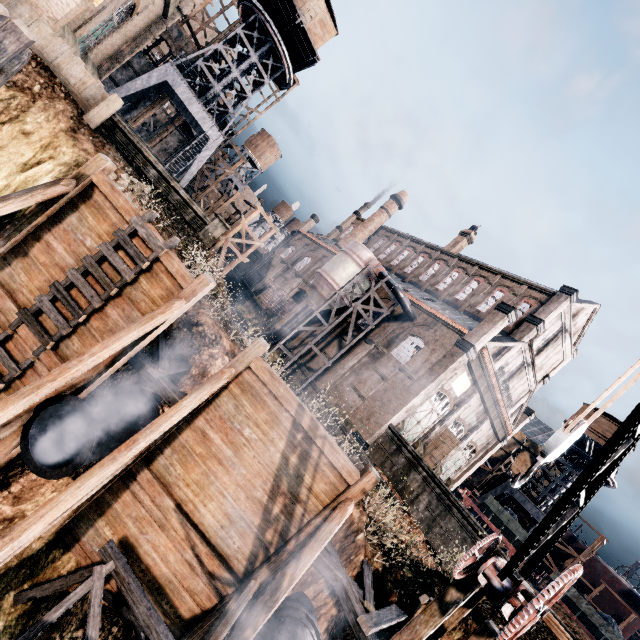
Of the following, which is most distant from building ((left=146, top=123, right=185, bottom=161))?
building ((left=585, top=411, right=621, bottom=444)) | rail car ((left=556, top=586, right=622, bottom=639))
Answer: rail car ((left=556, top=586, right=622, bottom=639))

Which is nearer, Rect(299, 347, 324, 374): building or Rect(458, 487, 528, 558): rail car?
Rect(458, 487, 528, 558): rail car

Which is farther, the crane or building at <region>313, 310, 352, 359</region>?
building at <region>313, 310, 352, 359</region>

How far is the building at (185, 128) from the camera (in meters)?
42.97

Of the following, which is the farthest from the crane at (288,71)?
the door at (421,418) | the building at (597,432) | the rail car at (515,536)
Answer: the building at (597,432)

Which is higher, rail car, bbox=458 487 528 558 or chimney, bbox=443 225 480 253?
chimney, bbox=443 225 480 253

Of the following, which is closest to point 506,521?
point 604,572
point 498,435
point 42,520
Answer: point 498,435

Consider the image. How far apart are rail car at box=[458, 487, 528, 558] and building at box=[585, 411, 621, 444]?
12.8 meters
